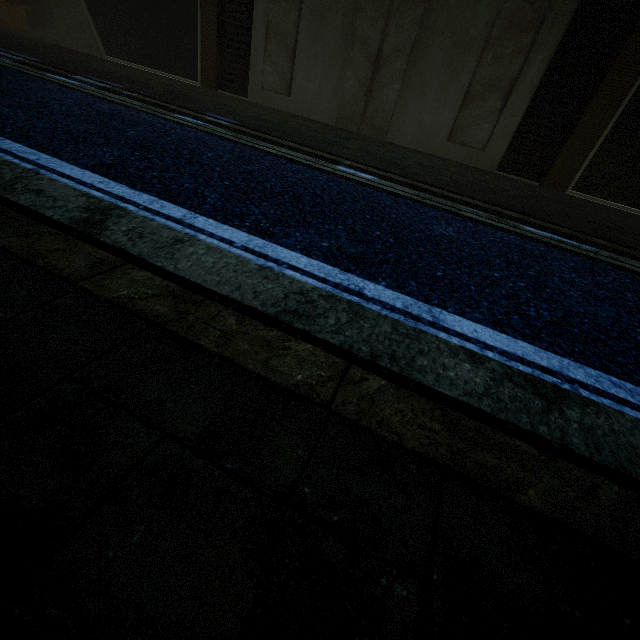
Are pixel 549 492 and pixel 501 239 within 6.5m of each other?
yes
